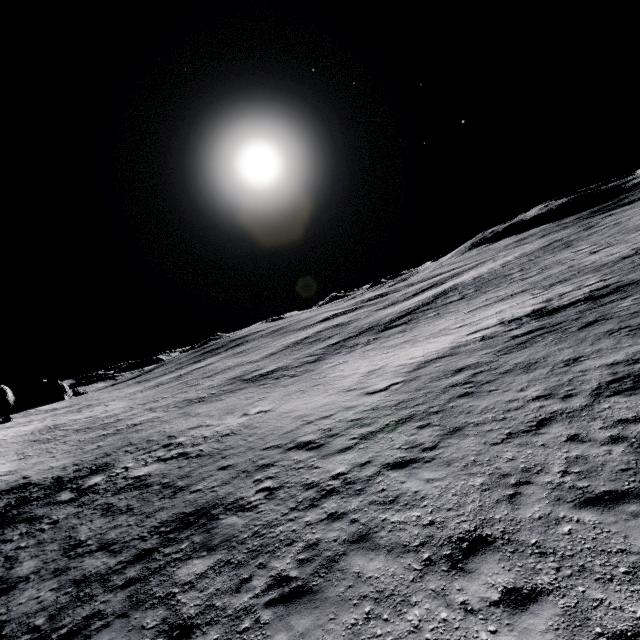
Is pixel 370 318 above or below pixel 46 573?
above
